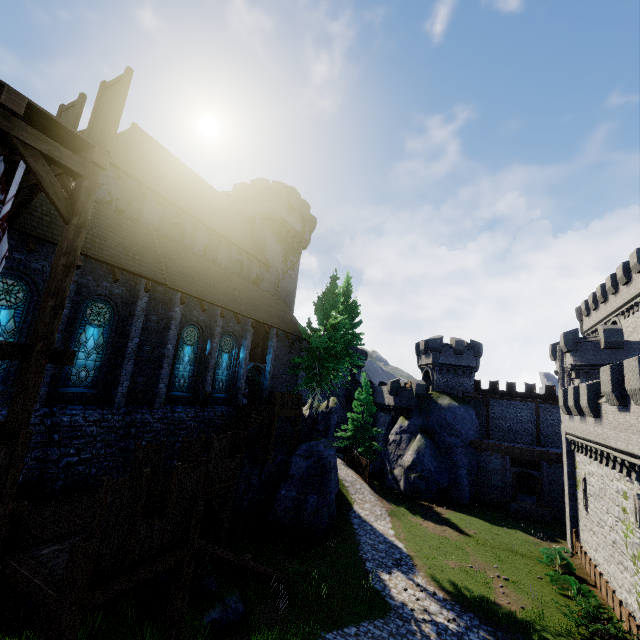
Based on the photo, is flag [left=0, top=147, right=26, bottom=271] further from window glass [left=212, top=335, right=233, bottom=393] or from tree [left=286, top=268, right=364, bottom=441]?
tree [left=286, top=268, right=364, bottom=441]

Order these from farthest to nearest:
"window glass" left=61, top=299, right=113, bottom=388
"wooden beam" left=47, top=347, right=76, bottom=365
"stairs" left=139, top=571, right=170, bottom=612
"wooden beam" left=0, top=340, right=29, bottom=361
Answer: "window glass" left=61, top=299, right=113, bottom=388, "stairs" left=139, top=571, right=170, bottom=612, "wooden beam" left=47, top=347, right=76, bottom=365, "wooden beam" left=0, top=340, right=29, bottom=361

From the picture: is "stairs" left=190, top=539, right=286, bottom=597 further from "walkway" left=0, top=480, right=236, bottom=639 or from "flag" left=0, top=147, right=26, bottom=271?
"flag" left=0, top=147, right=26, bottom=271

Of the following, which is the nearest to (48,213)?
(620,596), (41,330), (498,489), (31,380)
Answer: (41,330)

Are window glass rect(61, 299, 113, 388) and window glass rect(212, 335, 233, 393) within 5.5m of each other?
no

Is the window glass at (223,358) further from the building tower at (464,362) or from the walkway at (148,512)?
the building tower at (464,362)

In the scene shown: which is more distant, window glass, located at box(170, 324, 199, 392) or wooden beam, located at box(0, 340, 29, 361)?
window glass, located at box(170, 324, 199, 392)

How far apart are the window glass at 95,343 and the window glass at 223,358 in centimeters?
650cm
